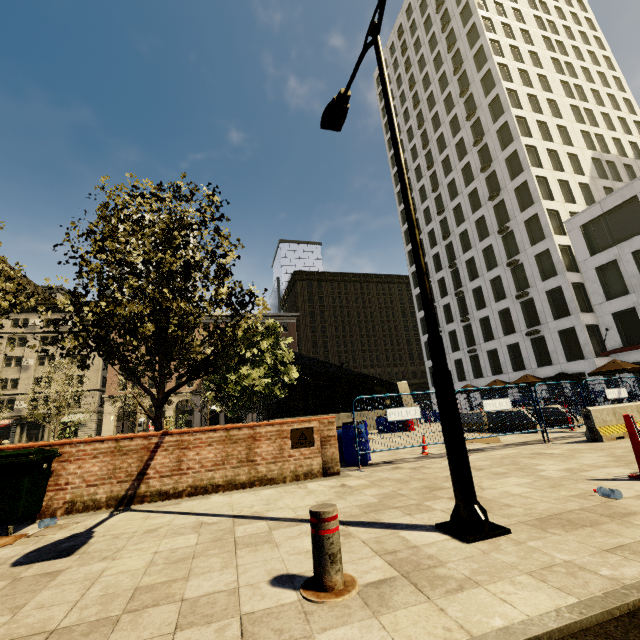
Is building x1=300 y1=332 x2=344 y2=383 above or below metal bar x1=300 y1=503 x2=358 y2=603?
above

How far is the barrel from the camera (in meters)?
7.89

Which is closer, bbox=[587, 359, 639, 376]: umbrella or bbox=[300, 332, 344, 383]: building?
bbox=[587, 359, 639, 376]: umbrella

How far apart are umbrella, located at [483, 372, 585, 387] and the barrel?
19.6m

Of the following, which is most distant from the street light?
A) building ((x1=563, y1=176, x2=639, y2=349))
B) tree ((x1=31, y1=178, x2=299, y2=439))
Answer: building ((x1=563, y1=176, x2=639, y2=349))

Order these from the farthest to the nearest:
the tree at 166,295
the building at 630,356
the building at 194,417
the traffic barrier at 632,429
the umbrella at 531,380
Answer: the building at 194,417
the building at 630,356
the umbrella at 531,380
the tree at 166,295
the traffic barrier at 632,429

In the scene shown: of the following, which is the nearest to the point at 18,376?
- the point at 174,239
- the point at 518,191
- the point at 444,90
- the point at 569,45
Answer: the point at 174,239

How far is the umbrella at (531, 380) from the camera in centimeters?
2312cm
